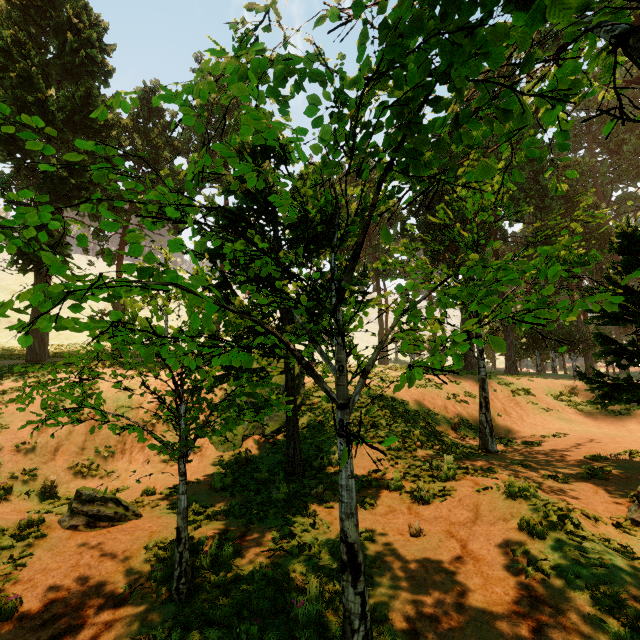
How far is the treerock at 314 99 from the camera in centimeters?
483cm

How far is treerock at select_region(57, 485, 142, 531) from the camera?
7.27m

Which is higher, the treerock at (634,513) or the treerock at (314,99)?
the treerock at (314,99)

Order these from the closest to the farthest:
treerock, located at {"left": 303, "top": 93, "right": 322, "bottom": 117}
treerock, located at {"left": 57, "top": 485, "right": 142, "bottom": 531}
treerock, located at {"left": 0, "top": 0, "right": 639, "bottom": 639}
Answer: treerock, located at {"left": 0, "top": 0, "right": 639, "bottom": 639} < treerock, located at {"left": 303, "top": 93, "right": 322, "bottom": 117} < treerock, located at {"left": 57, "top": 485, "right": 142, "bottom": 531}

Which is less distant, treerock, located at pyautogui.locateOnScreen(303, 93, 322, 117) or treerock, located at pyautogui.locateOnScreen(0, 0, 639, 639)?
treerock, located at pyautogui.locateOnScreen(0, 0, 639, 639)

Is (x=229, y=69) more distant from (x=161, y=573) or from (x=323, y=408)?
(x=323, y=408)
